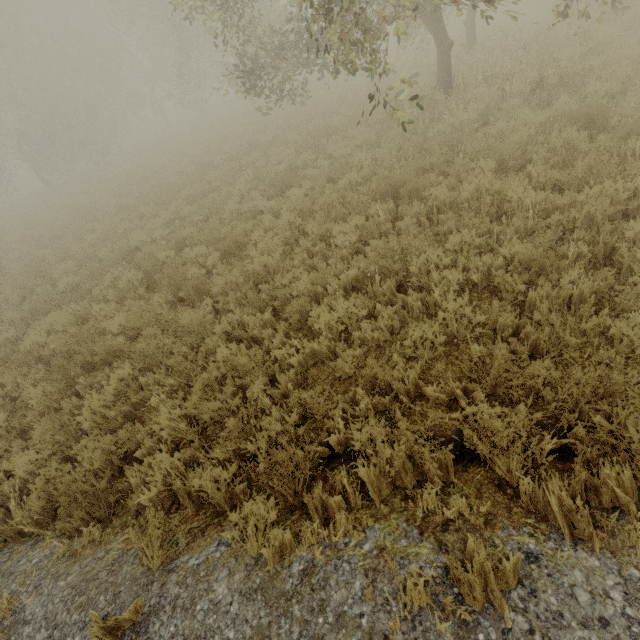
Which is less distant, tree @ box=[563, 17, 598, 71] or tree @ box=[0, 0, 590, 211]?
tree @ box=[0, 0, 590, 211]

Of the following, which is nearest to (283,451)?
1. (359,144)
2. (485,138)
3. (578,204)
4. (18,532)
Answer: (18,532)

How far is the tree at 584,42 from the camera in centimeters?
834cm

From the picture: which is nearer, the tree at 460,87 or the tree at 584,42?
the tree at 460,87

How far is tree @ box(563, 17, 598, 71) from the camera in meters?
8.3
